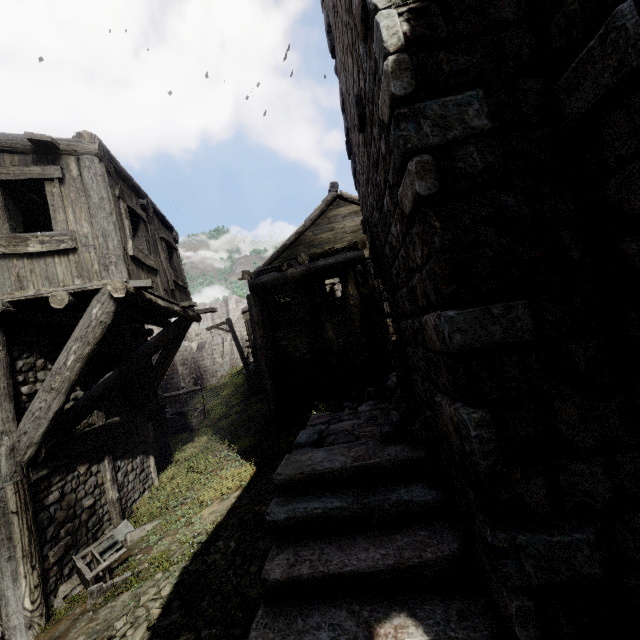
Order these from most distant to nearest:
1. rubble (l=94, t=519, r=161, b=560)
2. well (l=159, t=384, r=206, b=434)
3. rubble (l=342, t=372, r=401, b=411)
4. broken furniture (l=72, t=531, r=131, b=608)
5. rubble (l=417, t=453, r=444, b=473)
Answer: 1. well (l=159, t=384, r=206, b=434)
2. rubble (l=342, t=372, r=401, b=411)
3. rubble (l=94, t=519, r=161, b=560)
4. broken furniture (l=72, t=531, r=131, b=608)
5. rubble (l=417, t=453, r=444, b=473)

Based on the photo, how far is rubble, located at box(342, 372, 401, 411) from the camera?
8.0 meters

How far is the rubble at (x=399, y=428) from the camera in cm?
458

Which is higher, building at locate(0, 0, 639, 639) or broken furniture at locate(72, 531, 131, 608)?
building at locate(0, 0, 639, 639)

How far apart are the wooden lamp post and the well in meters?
2.0

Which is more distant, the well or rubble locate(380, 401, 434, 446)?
the well

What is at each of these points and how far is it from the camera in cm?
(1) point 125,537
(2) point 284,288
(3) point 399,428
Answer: (1) rubble, 685
(2) building, 1397
(3) rubble, 550

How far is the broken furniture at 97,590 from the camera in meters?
5.3 m
